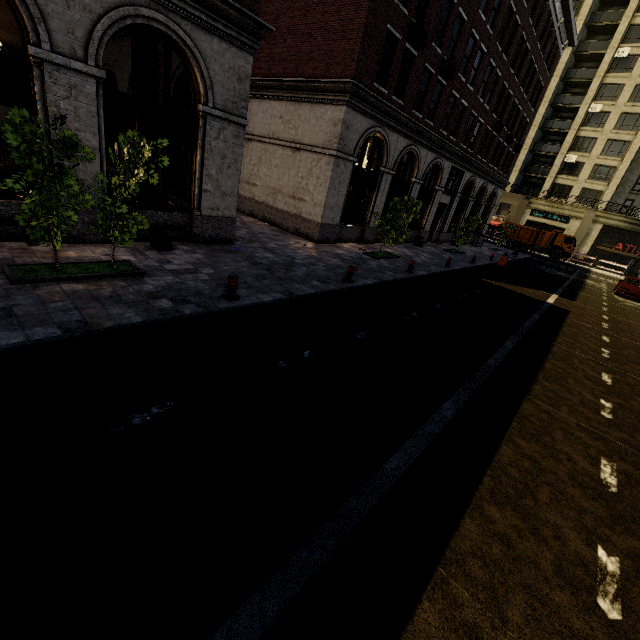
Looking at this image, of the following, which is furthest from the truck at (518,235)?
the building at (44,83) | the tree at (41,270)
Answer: the tree at (41,270)

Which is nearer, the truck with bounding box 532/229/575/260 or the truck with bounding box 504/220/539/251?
the truck with bounding box 532/229/575/260

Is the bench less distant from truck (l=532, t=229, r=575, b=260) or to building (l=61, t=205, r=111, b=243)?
building (l=61, t=205, r=111, b=243)

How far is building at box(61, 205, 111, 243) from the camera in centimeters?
879cm

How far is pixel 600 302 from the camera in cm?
1992

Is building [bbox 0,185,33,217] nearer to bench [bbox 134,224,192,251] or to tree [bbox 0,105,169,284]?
bench [bbox 134,224,192,251]

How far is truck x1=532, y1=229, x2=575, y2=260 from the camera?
38.2m

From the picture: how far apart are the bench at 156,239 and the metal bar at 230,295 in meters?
3.5
